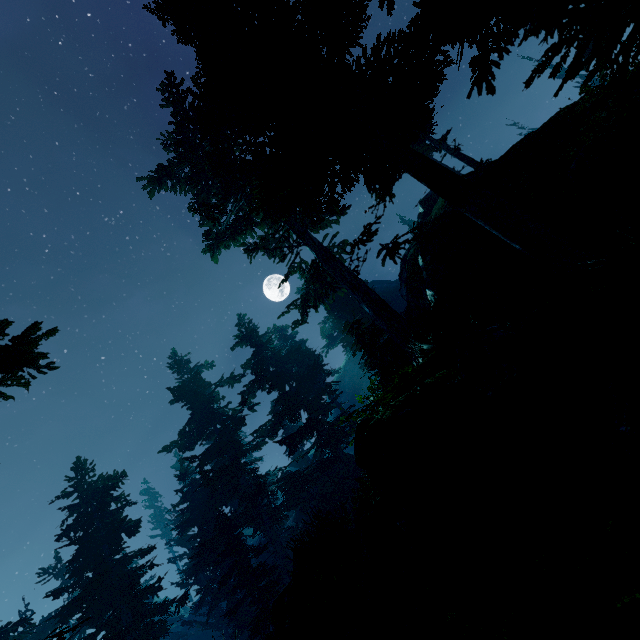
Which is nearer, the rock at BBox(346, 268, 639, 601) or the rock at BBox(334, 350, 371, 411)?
the rock at BBox(346, 268, 639, 601)

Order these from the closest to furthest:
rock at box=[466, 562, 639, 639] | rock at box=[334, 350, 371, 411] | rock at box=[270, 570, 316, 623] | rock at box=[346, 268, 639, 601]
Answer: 1. rock at box=[466, 562, 639, 639]
2. rock at box=[346, 268, 639, 601]
3. rock at box=[270, 570, 316, 623]
4. rock at box=[334, 350, 371, 411]

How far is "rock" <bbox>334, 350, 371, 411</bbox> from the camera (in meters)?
52.06

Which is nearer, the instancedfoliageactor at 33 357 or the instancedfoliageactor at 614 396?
the instancedfoliageactor at 614 396

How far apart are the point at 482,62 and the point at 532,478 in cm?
347

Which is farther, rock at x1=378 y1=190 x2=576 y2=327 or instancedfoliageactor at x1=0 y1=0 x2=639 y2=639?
rock at x1=378 y1=190 x2=576 y2=327

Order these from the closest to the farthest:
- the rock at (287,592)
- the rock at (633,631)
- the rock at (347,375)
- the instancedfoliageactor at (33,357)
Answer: the rock at (633,631) → the instancedfoliageactor at (33,357) → the rock at (287,592) → the rock at (347,375)
